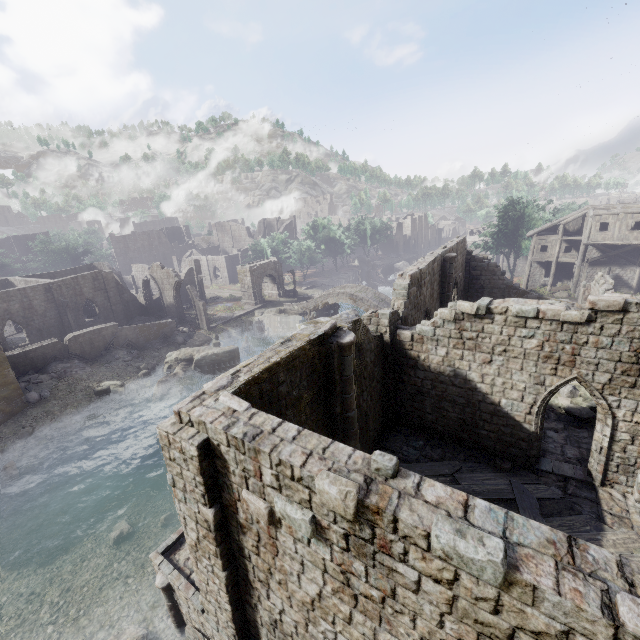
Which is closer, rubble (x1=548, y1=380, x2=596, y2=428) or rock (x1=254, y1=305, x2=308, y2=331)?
rubble (x1=548, y1=380, x2=596, y2=428)

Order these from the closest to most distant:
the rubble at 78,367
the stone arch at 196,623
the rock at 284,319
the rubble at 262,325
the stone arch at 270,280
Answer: the stone arch at 196,623 < the rubble at 78,367 < the rubble at 262,325 < the rock at 284,319 < the stone arch at 270,280

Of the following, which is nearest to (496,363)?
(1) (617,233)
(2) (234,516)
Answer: (2) (234,516)

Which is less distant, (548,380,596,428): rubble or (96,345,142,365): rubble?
(548,380,596,428): rubble

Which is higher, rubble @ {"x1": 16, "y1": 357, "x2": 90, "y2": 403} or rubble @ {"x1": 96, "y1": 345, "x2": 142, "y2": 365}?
rubble @ {"x1": 16, "y1": 357, "x2": 90, "y2": 403}

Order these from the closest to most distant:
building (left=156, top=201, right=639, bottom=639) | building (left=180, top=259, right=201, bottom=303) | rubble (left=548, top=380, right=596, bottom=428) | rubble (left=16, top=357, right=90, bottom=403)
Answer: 1. building (left=156, top=201, right=639, bottom=639)
2. rubble (left=548, top=380, right=596, bottom=428)
3. rubble (left=16, top=357, right=90, bottom=403)
4. building (left=180, top=259, right=201, bottom=303)

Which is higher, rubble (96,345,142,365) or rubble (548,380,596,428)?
rubble (548,380,596,428)

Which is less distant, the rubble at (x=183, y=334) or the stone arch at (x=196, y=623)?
the stone arch at (x=196, y=623)
